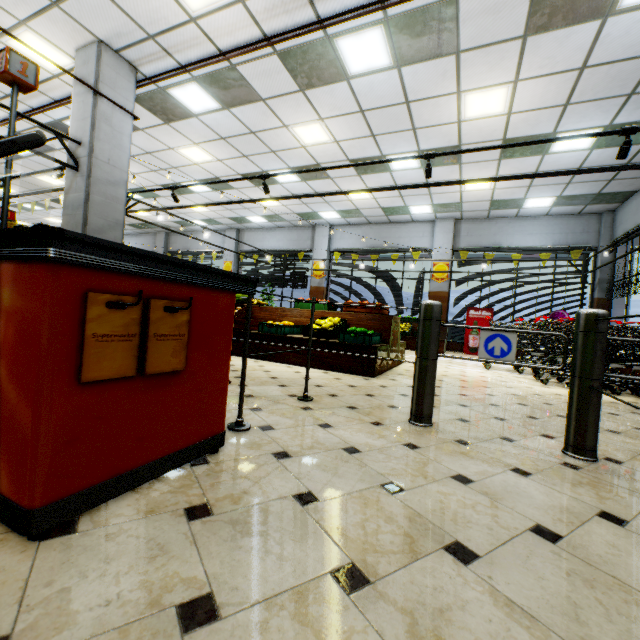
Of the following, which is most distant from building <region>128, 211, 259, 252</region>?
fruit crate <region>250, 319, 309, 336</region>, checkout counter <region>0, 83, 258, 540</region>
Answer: fruit crate <region>250, 319, 309, 336</region>

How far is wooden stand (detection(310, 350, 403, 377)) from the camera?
4.7 meters

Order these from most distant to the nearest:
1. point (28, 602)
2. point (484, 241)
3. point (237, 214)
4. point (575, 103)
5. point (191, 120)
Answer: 1. point (237, 214)
2. point (484, 241)
3. point (191, 120)
4. point (575, 103)
5. point (28, 602)

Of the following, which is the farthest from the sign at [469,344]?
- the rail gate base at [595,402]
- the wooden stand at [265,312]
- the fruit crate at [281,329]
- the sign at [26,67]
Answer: the sign at [26,67]

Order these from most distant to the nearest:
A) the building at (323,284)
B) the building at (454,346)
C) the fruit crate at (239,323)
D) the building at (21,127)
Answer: the building at (323,284) → the building at (454,346) → the building at (21,127) → the fruit crate at (239,323)

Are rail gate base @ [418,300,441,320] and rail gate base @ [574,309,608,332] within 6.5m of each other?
yes

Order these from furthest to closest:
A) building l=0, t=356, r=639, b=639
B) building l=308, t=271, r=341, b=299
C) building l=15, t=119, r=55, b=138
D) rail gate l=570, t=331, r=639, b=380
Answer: building l=308, t=271, r=341, b=299, building l=15, t=119, r=55, b=138, rail gate l=570, t=331, r=639, b=380, building l=0, t=356, r=639, b=639

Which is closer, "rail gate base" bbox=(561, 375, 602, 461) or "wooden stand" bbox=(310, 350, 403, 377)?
"rail gate base" bbox=(561, 375, 602, 461)
